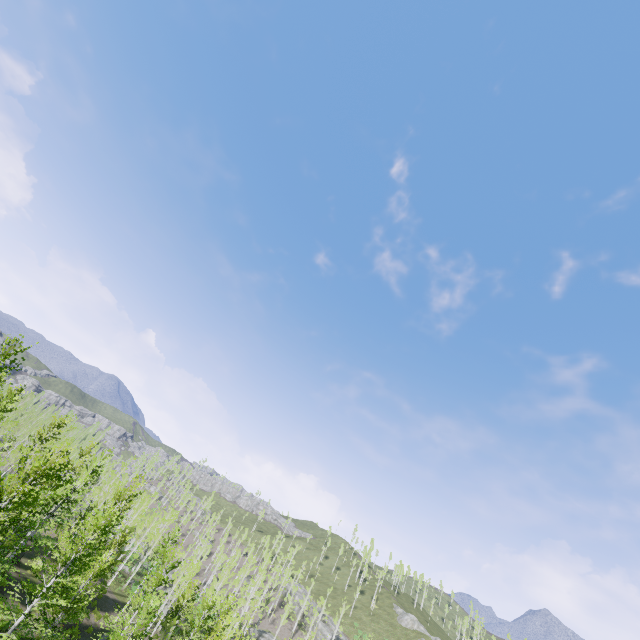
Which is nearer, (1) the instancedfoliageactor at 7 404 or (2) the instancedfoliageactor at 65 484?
(2) the instancedfoliageactor at 65 484

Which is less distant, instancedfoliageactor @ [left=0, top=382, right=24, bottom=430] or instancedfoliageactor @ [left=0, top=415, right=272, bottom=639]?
instancedfoliageactor @ [left=0, top=415, right=272, bottom=639]

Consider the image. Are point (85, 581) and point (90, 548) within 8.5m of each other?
yes
